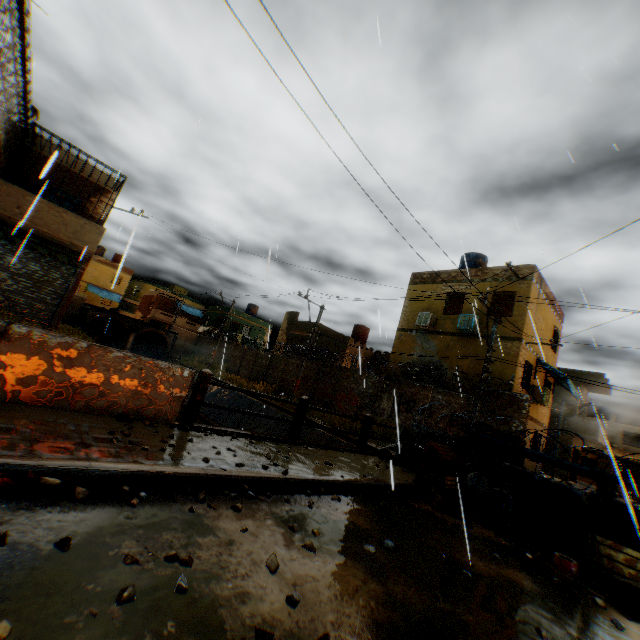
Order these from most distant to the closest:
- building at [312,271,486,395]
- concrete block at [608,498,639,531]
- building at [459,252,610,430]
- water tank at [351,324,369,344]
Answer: water tank at [351,324,369,344]
building at [312,271,486,395]
building at [459,252,610,430]
concrete block at [608,498,639,531]

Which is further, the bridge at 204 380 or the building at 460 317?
the building at 460 317

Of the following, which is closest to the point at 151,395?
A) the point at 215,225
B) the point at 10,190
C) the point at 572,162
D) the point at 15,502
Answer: the point at 15,502

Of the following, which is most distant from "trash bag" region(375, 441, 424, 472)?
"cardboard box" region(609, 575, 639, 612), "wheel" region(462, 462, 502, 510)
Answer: "cardboard box" region(609, 575, 639, 612)

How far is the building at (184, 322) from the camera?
41.7m

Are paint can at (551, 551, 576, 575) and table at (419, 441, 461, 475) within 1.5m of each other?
no

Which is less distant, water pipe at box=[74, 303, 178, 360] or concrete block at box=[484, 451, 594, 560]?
concrete block at box=[484, 451, 594, 560]

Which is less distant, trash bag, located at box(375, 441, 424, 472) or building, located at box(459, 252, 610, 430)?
trash bag, located at box(375, 441, 424, 472)
